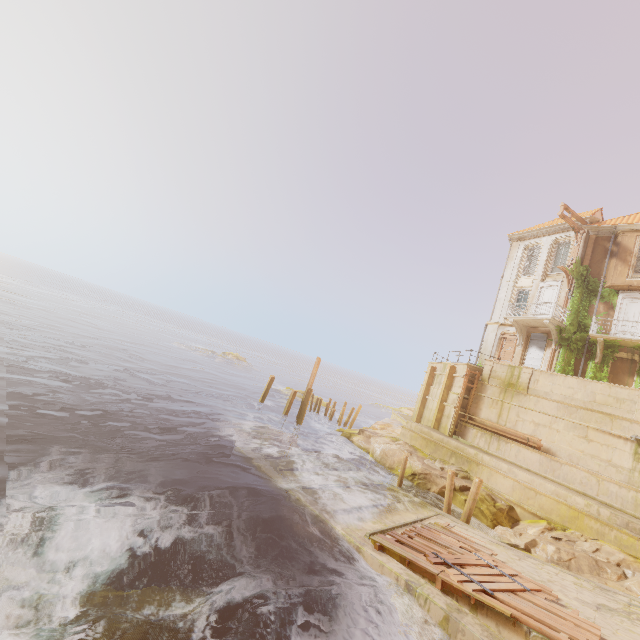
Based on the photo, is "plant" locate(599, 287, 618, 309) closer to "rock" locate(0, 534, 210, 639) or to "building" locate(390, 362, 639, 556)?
"building" locate(390, 362, 639, 556)

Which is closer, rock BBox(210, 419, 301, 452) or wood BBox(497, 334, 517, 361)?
rock BBox(210, 419, 301, 452)

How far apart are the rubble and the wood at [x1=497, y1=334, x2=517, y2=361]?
10.7 meters

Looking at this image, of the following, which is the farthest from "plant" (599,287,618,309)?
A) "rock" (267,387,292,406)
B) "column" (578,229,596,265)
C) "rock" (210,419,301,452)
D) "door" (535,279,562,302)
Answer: "rock" (267,387,292,406)

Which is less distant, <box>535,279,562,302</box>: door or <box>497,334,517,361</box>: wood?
<box>535,279,562,302</box>: door

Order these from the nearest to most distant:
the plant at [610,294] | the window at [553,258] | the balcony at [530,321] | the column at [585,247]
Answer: the plant at [610,294] → the balcony at [530,321] → the column at [585,247] → the window at [553,258]

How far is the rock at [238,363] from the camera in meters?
52.8

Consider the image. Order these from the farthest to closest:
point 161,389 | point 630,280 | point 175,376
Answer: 1. point 175,376
2. point 161,389
3. point 630,280
